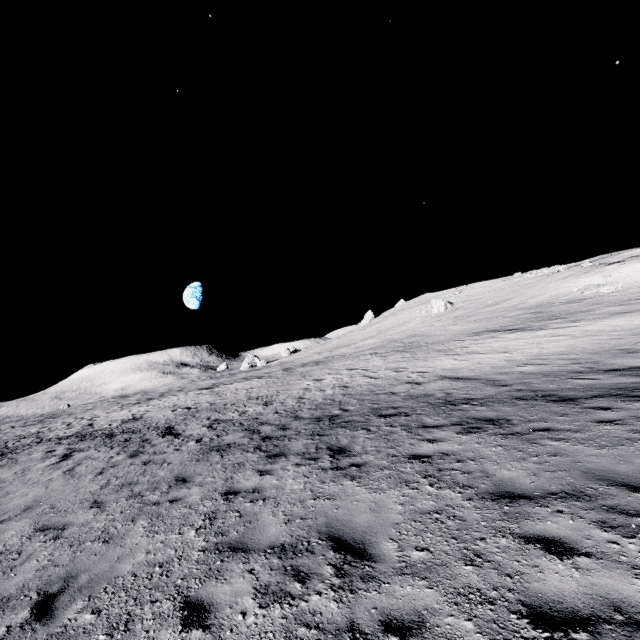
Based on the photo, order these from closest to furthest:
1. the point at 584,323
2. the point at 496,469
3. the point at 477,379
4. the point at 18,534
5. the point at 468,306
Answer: the point at 496,469 → the point at 18,534 → the point at 477,379 → the point at 584,323 → the point at 468,306

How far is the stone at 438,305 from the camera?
50.4m

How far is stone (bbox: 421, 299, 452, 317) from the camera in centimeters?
5044cm
